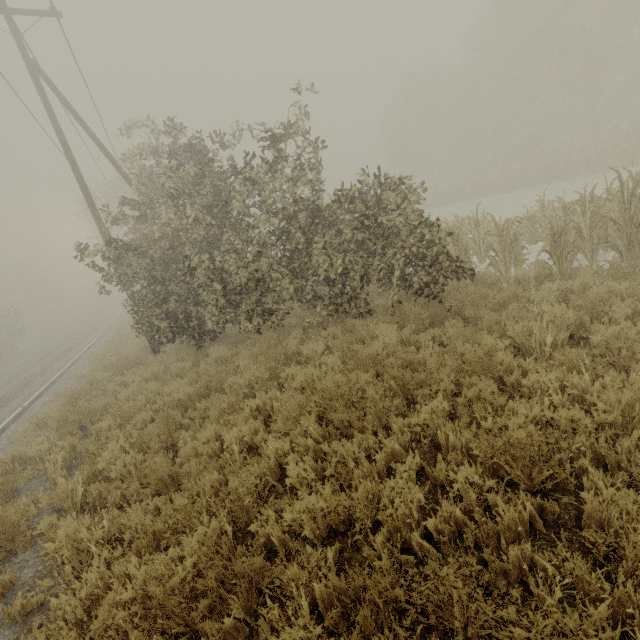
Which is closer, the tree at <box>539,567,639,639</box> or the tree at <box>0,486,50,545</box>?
the tree at <box>539,567,639,639</box>

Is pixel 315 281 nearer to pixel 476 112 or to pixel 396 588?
pixel 396 588

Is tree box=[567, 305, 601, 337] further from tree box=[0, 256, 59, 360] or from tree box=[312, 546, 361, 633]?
tree box=[312, 546, 361, 633]

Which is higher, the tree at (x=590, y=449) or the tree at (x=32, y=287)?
the tree at (x=32, y=287)

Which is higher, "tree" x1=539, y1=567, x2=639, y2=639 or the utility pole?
the utility pole

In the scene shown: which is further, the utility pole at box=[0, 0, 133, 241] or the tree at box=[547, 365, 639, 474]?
the utility pole at box=[0, 0, 133, 241]

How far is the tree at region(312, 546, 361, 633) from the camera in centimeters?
238cm

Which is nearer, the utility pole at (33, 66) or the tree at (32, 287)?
the utility pole at (33, 66)
